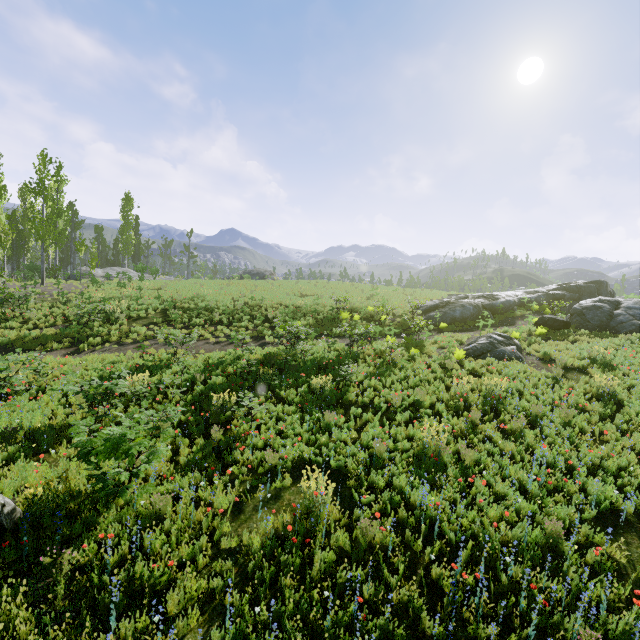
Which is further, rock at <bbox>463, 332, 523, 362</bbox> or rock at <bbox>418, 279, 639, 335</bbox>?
rock at <bbox>418, 279, 639, 335</bbox>

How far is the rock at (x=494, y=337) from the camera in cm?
Answer: 1454

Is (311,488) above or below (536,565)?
above

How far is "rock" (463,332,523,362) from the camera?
14.5 meters

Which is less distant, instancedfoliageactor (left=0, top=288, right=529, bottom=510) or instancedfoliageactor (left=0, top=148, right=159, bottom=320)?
instancedfoliageactor (left=0, top=288, right=529, bottom=510)

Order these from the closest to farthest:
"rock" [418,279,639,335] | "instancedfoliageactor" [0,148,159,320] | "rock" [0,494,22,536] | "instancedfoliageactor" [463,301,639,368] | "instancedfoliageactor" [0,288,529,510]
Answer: "rock" [0,494,22,536] < "instancedfoliageactor" [0,288,529,510] < "instancedfoliageactor" [463,301,639,368] < "rock" [418,279,639,335] < "instancedfoliageactor" [0,148,159,320]

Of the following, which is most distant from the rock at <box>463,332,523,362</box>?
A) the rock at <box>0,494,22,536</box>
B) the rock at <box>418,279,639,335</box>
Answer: the rock at <box>0,494,22,536</box>

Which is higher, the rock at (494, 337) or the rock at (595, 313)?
the rock at (595, 313)
